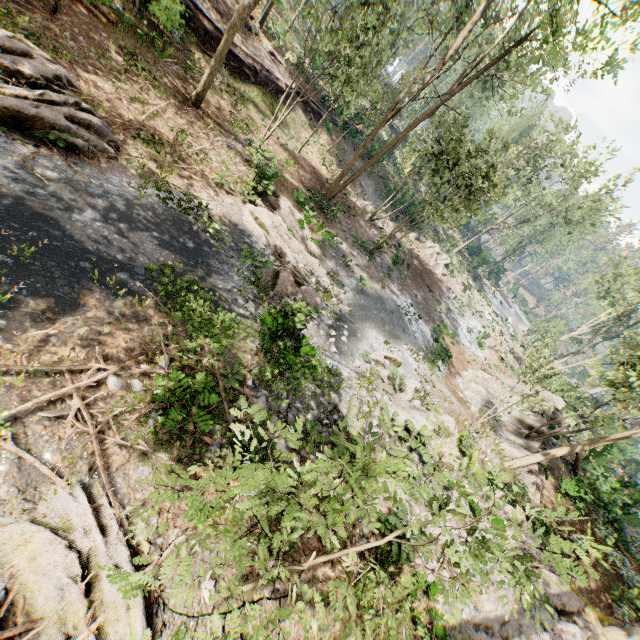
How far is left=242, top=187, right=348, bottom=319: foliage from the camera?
12.7m

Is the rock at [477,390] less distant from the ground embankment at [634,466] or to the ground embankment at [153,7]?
the ground embankment at [634,466]

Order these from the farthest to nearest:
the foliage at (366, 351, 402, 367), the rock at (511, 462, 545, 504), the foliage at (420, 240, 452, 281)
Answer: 1. the foliage at (420, 240, 452, 281)
2. the rock at (511, 462, 545, 504)
3. the foliage at (366, 351, 402, 367)

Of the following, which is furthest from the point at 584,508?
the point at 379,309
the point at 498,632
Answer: the point at 379,309

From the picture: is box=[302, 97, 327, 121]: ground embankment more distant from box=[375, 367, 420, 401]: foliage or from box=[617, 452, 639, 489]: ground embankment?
box=[617, 452, 639, 489]: ground embankment

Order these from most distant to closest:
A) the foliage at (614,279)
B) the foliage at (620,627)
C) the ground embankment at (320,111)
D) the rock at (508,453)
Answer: the ground embankment at (320,111)
the rock at (508,453)
the foliage at (614,279)
the foliage at (620,627)

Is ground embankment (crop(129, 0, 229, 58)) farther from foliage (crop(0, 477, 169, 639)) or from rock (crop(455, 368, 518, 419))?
rock (crop(455, 368, 518, 419))
